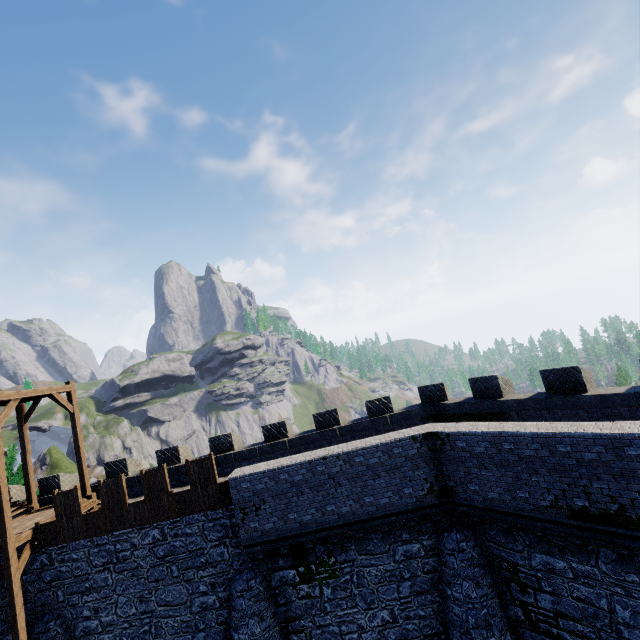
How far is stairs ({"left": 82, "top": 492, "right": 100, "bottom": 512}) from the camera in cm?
1556

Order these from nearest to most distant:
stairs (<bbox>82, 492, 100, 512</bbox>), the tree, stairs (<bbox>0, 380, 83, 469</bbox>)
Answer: stairs (<bbox>0, 380, 83, 469</bbox>)
stairs (<bbox>82, 492, 100, 512</bbox>)
the tree

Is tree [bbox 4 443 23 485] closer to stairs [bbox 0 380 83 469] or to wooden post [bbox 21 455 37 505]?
stairs [bbox 0 380 83 469]

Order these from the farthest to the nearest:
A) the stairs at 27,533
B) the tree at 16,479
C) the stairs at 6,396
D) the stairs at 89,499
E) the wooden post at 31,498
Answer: the tree at 16,479 < the wooden post at 31,498 < the stairs at 89,499 < the stairs at 6,396 < the stairs at 27,533

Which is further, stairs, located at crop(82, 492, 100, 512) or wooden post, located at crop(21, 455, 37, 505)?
wooden post, located at crop(21, 455, 37, 505)

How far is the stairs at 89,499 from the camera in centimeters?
1556cm

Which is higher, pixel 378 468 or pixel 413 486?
pixel 378 468
